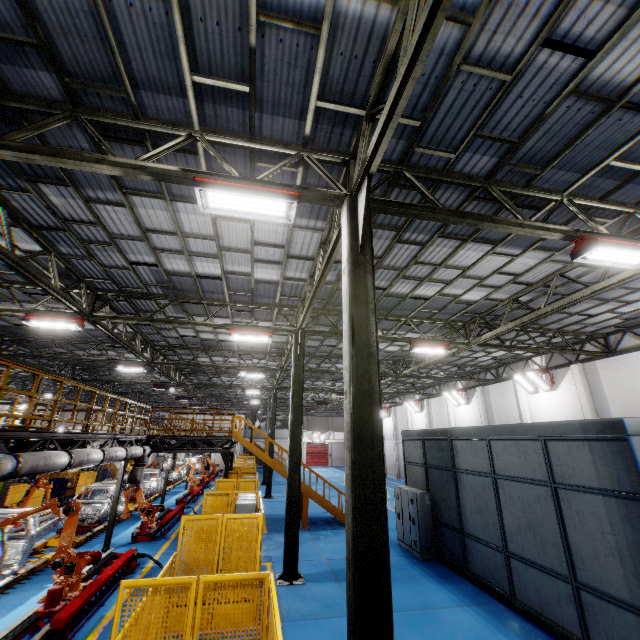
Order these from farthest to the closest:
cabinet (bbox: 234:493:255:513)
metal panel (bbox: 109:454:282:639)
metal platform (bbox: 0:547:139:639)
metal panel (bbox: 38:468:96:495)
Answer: metal panel (bbox: 38:468:96:495), cabinet (bbox: 234:493:255:513), metal platform (bbox: 0:547:139:639), metal panel (bbox: 109:454:282:639)

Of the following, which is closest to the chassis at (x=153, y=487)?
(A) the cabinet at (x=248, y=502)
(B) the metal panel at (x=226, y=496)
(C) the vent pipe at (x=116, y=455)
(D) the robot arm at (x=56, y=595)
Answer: (D) the robot arm at (x=56, y=595)

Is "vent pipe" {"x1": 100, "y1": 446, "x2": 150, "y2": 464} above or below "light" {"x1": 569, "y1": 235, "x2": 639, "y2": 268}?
below

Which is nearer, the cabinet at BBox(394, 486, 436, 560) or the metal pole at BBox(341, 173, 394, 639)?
the metal pole at BBox(341, 173, 394, 639)

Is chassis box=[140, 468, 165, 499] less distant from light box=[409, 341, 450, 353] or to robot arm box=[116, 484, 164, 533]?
robot arm box=[116, 484, 164, 533]

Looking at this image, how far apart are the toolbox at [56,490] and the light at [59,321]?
18.4 meters

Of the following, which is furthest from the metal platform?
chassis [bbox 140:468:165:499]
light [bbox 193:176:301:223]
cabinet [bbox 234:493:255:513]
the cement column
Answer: the cement column

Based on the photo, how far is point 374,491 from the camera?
4.0 meters
